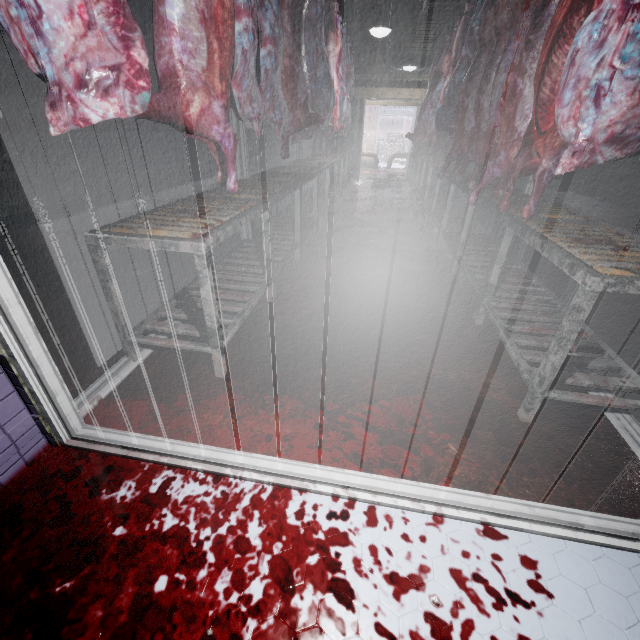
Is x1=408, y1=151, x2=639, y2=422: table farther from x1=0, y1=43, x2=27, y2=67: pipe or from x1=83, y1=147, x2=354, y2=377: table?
x1=0, y1=43, x2=27, y2=67: pipe

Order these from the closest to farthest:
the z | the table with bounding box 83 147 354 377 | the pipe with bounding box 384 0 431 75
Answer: the table with bounding box 83 147 354 377, the z, the pipe with bounding box 384 0 431 75

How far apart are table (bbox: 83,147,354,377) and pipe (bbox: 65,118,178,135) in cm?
294

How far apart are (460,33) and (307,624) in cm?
627

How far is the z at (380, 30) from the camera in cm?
448

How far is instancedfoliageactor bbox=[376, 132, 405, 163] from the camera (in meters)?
16.58

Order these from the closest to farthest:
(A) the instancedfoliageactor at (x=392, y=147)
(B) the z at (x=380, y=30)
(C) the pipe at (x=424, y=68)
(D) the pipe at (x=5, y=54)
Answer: (D) the pipe at (x=5, y=54)
(B) the z at (x=380, y=30)
(C) the pipe at (x=424, y=68)
(A) the instancedfoliageactor at (x=392, y=147)

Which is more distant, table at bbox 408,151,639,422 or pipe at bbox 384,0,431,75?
pipe at bbox 384,0,431,75
